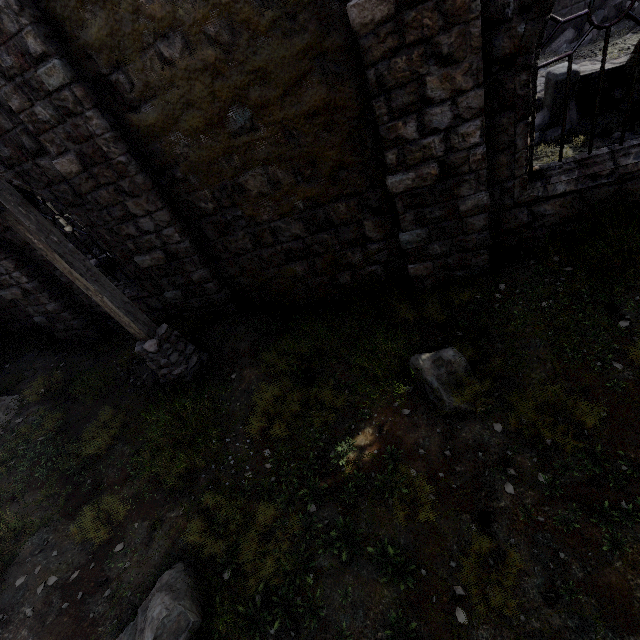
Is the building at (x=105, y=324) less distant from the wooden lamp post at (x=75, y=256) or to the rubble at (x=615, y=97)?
the rubble at (x=615, y=97)

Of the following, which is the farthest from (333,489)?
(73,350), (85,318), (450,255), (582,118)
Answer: (582,118)

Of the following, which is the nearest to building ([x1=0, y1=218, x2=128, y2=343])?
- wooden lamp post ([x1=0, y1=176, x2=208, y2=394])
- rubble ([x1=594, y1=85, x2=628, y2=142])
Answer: rubble ([x1=594, y1=85, x2=628, y2=142])

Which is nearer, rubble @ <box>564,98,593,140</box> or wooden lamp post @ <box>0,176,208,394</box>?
wooden lamp post @ <box>0,176,208,394</box>

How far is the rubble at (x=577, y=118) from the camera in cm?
764

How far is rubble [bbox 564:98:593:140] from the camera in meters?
7.6

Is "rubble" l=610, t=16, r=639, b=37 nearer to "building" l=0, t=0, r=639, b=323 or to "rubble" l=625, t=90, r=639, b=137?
"building" l=0, t=0, r=639, b=323
